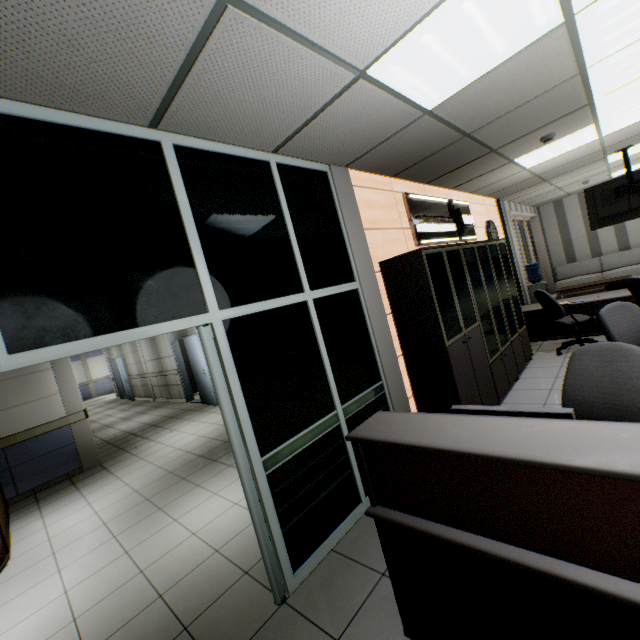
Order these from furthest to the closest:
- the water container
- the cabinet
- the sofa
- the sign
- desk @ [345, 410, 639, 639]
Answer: the sofa → the water container → the sign → the cabinet → desk @ [345, 410, 639, 639]

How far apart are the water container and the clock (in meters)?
1.62

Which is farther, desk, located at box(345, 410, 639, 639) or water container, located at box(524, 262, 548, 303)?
water container, located at box(524, 262, 548, 303)

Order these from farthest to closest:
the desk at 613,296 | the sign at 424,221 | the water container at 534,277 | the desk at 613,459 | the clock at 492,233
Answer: the water container at 534,277
the clock at 492,233
the desk at 613,296
the sign at 424,221
the desk at 613,459

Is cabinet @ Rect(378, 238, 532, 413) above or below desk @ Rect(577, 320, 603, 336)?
above

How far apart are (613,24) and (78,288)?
3.9 meters

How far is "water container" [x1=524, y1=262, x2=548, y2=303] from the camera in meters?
7.9 m

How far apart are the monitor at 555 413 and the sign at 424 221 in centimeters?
310cm
